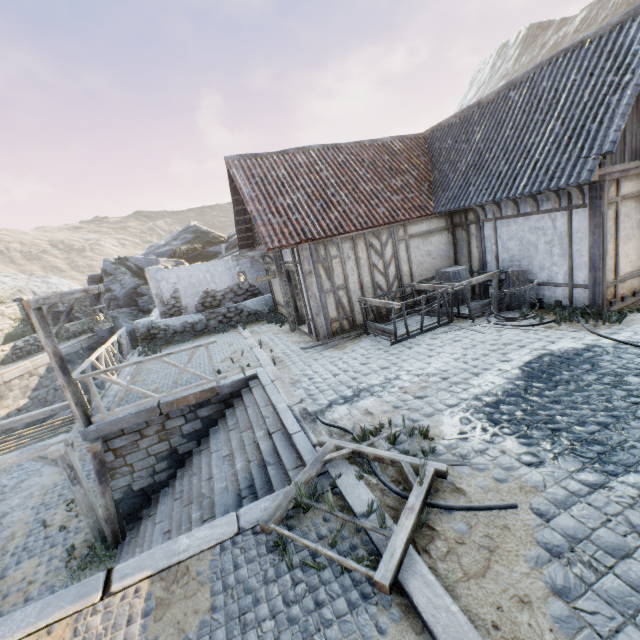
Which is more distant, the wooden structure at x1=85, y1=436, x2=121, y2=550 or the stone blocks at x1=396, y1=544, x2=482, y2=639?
the wooden structure at x1=85, y1=436, x2=121, y2=550

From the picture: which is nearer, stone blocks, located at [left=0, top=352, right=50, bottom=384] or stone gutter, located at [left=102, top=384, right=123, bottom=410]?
stone gutter, located at [left=102, top=384, right=123, bottom=410]

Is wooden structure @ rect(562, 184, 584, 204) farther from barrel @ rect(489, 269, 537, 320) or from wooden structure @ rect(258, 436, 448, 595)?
wooden structure @ rect(258, 436, 448, 595)

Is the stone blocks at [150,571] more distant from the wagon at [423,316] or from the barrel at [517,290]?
the barrel at [517,290]

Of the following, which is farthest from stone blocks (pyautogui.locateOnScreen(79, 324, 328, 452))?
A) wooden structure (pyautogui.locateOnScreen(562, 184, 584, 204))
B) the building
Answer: wooden structure (pyautogui.locateOnScreen(562, 184, 584, 204))

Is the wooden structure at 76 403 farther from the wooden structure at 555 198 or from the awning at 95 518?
Result: the wooden structure at 555 198

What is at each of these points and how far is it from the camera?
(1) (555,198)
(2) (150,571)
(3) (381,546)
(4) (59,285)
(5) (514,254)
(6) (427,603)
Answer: (1) wooden structure, 7.31m
(2) stone blocks, 3.40m
(3) stone blocks, 3.06m
(4) rock, 27.98m
(5) building, 8.80m
(6) stone blocks, 2.54m

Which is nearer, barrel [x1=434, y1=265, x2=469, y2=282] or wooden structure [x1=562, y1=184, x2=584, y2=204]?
wooden structure [x1=562, y1=184, x2=584, y2=204]
